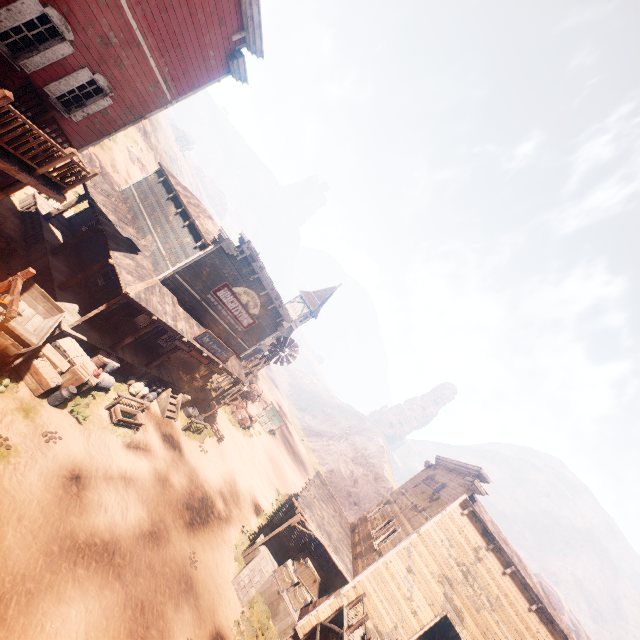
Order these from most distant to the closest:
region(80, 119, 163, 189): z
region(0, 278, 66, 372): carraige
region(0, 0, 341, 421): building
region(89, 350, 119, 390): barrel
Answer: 1. region(80, 119, 163, 189): z
2. region(89, 350, 119, 390): barrel
3. region(0, 278, 66, 372): carraige
4. region(0, 0, 341, 421): building

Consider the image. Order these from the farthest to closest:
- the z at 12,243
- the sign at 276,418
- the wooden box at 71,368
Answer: the sign at 276,418 < the z at 12,243 < the wooden box at 71,368

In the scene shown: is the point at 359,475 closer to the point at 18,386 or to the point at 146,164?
the point at 18,386

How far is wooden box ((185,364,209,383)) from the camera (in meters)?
20.78

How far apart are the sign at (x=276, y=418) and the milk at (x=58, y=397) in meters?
28.3 m

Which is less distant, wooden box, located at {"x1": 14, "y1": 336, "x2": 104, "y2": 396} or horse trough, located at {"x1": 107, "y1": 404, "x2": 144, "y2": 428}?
wooden box, located at {"x1": 14, "y1": 336, "x2": 104, "y2": 396}

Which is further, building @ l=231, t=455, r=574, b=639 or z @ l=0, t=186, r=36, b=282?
building @ l=231, t=455, r=574, b=639

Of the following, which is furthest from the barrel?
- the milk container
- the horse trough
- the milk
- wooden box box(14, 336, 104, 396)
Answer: the milk container
